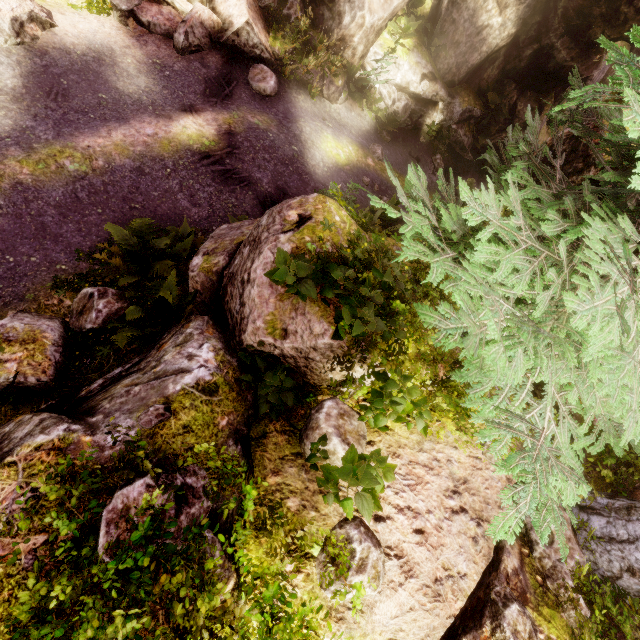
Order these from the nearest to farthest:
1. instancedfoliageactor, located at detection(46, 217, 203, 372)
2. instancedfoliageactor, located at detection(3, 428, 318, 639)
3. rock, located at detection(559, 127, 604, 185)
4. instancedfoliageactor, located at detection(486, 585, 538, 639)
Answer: instancedfoliageactor, located at detection(3, 428, 318, 639)
instancedfoliageactor, located at detection(486, 585, 538, 639)
instancedfoliageactor, located at detection(46, 217, 203, 372)
rock, located at detection(559, 127, 604, 185)

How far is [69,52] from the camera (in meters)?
8.02

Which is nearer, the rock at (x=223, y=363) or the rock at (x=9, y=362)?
the rock at (x=223, y=363)

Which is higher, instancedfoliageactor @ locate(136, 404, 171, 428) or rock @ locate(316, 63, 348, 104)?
instancedfoliageactor @ locate(136, 404, 171, 428)

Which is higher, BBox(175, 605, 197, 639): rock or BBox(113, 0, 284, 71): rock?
BBox(175, 605, 197, 639): rock

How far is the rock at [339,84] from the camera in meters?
11.3

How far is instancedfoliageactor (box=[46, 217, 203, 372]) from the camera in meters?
4.7
